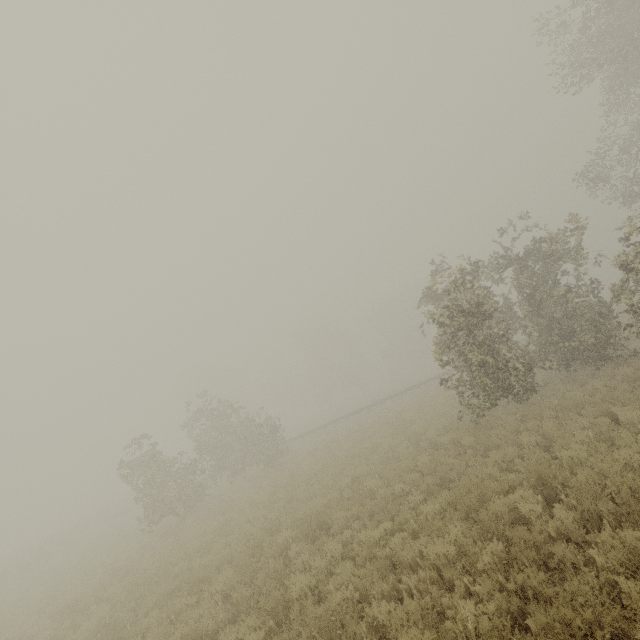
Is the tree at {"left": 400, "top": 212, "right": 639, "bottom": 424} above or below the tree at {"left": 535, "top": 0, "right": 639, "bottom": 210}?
below

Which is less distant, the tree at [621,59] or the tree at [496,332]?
the tree at [496,332]

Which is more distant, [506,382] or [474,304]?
[474,304]

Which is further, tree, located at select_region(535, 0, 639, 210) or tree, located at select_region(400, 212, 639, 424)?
tree, located at select_region(535, 0, 639, 210)

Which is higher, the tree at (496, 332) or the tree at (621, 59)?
the tree at (621, 59)
